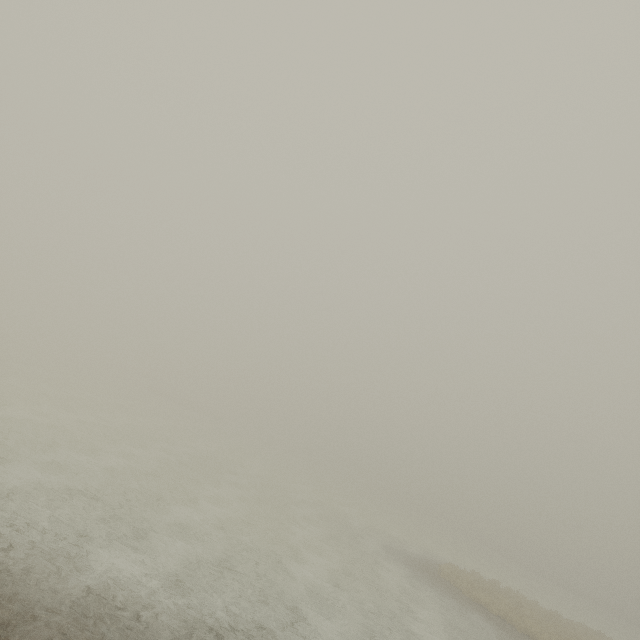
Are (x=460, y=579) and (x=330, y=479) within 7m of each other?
no
